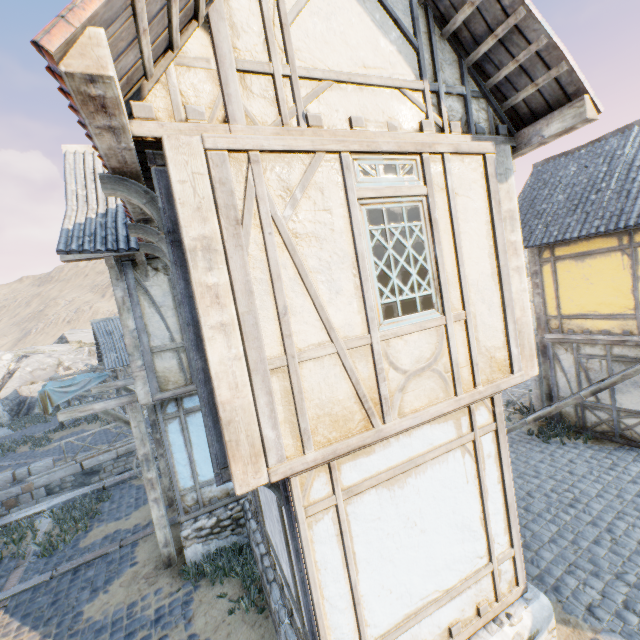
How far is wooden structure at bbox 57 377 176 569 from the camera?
6.8m

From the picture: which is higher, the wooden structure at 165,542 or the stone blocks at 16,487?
the wooden structure at 165,542

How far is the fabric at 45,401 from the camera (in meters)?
17.38

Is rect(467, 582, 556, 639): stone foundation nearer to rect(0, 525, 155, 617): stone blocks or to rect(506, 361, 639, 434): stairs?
rect(0, 525, 155, 617): stone blocks

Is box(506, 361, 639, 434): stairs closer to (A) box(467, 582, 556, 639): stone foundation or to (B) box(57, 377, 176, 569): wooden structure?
(A) box(467, 582, 556, 639): stone foundation

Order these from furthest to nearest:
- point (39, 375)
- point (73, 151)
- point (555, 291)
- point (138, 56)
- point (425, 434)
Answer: point (39, 375) → point (555, 291) → point (73, 151) → point (425, 434) → point (138, 56)

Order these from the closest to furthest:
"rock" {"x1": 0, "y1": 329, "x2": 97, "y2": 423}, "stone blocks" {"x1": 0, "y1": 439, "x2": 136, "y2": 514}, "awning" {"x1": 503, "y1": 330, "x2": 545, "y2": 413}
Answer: "awning" {"x1": 503, "y1": 330, "x2": 545, "y2": 413} → "stone blocks" {"x1": 0, "y1": 439, "x2": 136, "y2": 514} → "rock" {"x1": 0, "y1": 329, "x2": 97, "y2": 423}

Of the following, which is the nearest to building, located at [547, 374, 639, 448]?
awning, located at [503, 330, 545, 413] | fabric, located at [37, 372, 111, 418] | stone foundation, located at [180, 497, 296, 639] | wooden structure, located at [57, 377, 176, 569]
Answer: awning, located at [503, 330, 545, 413]
